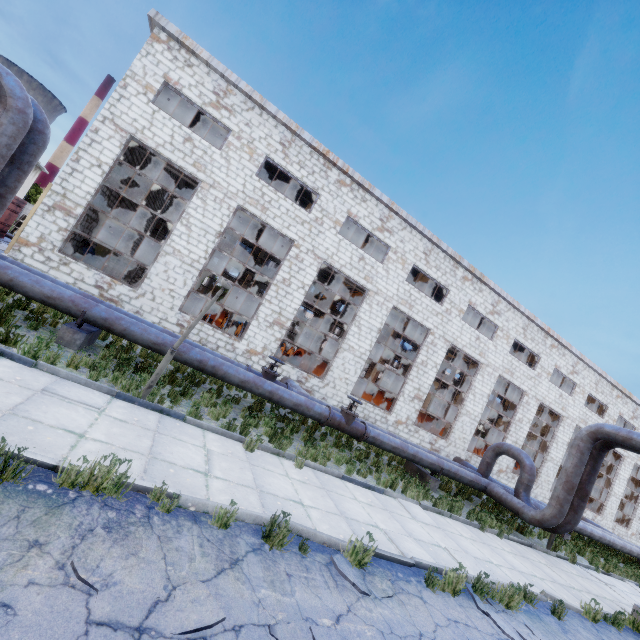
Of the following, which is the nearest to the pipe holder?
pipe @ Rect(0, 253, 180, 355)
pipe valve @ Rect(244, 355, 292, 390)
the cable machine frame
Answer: pipe @ Rect(0, 253, 180, 355)

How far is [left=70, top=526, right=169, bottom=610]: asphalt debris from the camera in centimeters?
278cm

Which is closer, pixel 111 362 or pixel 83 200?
pixel 111 362

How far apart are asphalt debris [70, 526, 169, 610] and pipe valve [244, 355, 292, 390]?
Answer: 7.5m

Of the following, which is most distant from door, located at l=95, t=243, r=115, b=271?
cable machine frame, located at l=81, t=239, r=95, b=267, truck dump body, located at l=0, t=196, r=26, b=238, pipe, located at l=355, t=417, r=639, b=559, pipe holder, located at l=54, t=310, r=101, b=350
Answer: pipe, located at l=355, t=417, r=639, b=559

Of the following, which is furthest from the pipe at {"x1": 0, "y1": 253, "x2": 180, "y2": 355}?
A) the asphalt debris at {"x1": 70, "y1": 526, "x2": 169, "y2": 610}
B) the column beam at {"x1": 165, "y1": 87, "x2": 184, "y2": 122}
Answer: the asphalt debris at {"x1": 70, "y1": 526, "x2": 169, "y2": 610}

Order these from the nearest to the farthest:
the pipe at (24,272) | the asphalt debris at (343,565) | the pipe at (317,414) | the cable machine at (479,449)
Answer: the asphalt debris at (343,565) → the pipe at (24,272) → the pipe at (317,414) → the cable machine at (479,449)

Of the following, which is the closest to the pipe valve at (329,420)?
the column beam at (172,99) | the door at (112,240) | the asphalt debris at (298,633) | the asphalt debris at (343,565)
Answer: the asphalt debris at (343,565)
